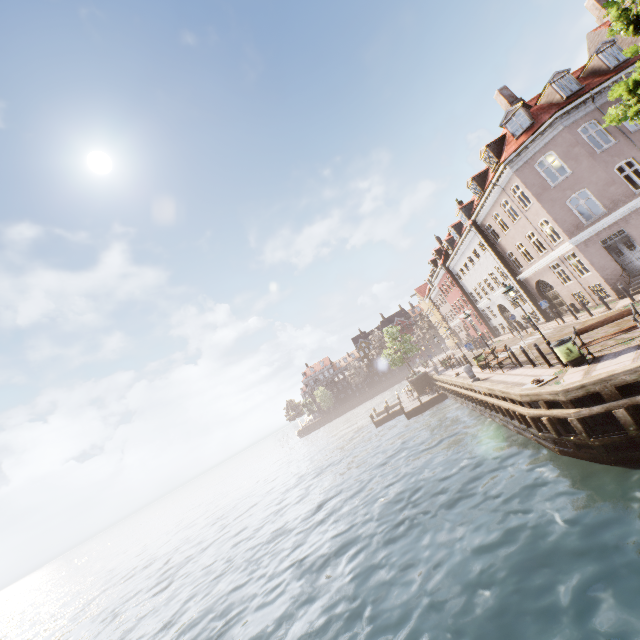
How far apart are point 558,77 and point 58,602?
81.58m

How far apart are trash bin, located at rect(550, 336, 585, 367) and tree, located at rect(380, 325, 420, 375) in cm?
2751

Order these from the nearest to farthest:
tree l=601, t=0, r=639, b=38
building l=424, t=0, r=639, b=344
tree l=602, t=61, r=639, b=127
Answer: tree l=602, t=61, r=639, b=127 < tree l=601, t=0, r=639, b=38 < building l=424, t=0, r=639, b=344

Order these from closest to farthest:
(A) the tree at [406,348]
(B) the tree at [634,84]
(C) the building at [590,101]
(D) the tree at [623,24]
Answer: (B) the tree at [634,84] < (D) the tree at [623,24] < (C) the building at [590,101] < (A) the tree at [406,348]

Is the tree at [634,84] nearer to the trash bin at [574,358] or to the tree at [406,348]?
the trash bin at [574,358]

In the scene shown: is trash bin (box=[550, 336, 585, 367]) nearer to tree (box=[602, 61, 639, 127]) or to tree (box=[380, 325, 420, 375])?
tree (box=[602, 61, 639, 127])

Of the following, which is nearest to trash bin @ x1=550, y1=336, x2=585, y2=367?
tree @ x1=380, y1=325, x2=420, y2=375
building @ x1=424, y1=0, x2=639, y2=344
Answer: building @ x1=424, y1=0, x2=639, y2=344

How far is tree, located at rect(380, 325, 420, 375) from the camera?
39.19m
